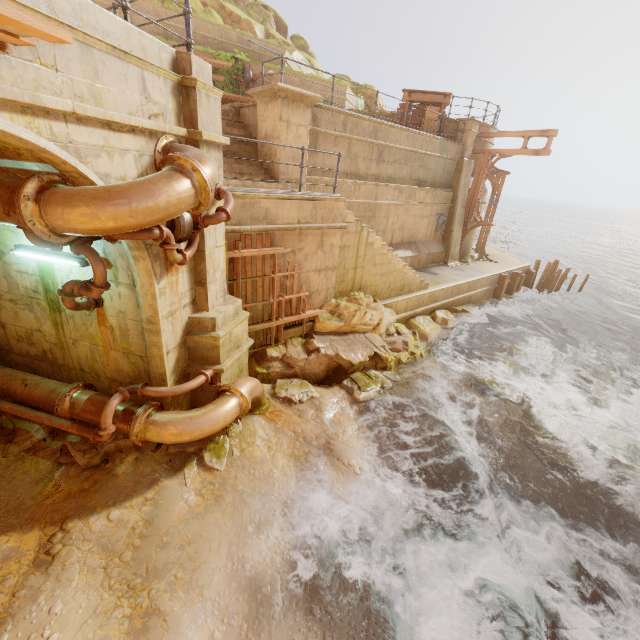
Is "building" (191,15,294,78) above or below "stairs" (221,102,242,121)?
above

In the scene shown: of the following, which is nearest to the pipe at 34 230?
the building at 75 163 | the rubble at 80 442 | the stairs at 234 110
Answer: the building at 75 163

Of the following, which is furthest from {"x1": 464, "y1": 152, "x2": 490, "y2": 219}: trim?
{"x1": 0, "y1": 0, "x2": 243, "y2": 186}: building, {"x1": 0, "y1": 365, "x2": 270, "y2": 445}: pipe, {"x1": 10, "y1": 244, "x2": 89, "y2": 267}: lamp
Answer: {"x1": 10, "y1": 244, "x2": 89, "y2": 267}: lamp

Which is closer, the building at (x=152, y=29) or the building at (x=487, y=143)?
the building at (x=152, y=29)

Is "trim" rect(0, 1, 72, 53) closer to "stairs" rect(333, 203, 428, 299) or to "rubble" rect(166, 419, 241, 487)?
"rubble" rect(166, 419, 241, 487)

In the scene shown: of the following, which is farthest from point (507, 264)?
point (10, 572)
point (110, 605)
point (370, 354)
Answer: point (10, 572)

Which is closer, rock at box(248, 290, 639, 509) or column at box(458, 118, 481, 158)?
rock at box(248, 290, 639, 509)

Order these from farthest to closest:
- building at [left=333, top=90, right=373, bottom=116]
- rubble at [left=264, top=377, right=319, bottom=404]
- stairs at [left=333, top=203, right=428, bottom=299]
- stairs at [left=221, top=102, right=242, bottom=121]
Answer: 1. building at [left=333, top=90, right=373, bottom=116]
2. stairs at [left=221, top=102, right=242, bottom=121]
3. stairs at [left=333, top=203, right=428, bottom=299]
4. rubble at [left=264, top=377, right=319, bottom=404]
